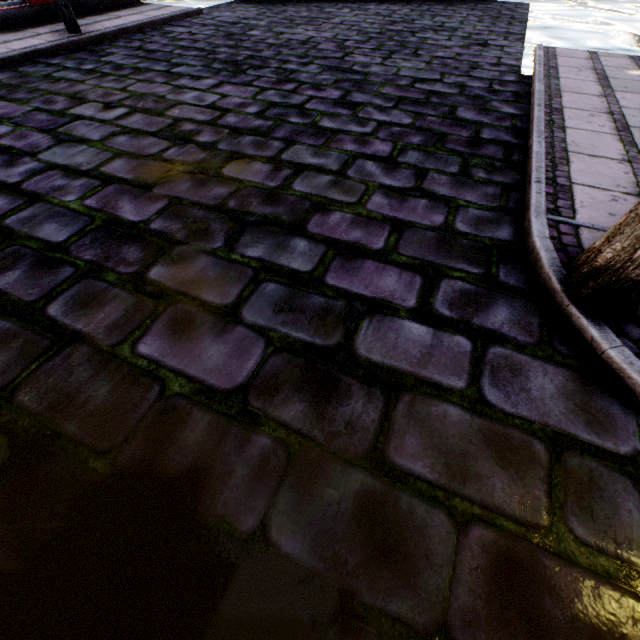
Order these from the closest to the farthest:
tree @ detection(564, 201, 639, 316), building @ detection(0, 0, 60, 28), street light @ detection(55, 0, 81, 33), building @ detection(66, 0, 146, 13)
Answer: tree @ detection(564, 201, 639, 316)
street light @ detection(55, 0, 81, 33)
building @ detection(0, 0, 60, 28)
building @ detection(66, 0, 146, 13)

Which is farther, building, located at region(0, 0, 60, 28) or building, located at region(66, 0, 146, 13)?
building, located at region(66, 0, 146, 13)

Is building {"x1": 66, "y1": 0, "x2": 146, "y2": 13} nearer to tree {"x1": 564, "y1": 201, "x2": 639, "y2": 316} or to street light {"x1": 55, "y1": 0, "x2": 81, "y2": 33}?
street light {"x1": 55, "y1": 0, "x2": 81, "y2": 33}

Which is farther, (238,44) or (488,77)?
(238,44)

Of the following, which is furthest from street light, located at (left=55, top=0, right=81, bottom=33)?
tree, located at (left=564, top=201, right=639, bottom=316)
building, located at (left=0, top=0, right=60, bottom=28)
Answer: tree, located at (left=564, top=201, right=639, bottom=316)

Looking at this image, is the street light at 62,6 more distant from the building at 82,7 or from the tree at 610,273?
the tree at 610,273

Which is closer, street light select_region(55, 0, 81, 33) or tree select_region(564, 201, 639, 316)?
tree select_region(564, 201, 639, 316)
